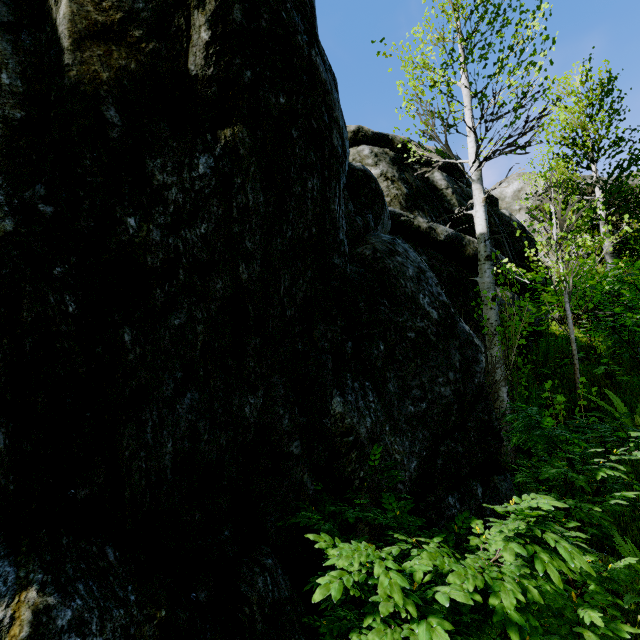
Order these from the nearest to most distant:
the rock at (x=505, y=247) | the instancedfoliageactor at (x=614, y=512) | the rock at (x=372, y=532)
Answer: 1. the instancedfoliageactor at (x=614, y=512)
2. the rock at (x=372, y=532)
3. the rock at (x=505, y=247)

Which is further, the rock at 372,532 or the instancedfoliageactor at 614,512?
the rock at 372,532

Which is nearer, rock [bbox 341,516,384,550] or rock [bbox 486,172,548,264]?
rock [bbox 341,516,384,550]

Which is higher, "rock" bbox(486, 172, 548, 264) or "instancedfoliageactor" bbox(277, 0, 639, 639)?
"rock" bbox(486, 172, 548, 264)

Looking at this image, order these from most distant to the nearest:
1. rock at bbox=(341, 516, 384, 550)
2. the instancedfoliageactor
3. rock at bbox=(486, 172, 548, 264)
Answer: rock at bbox=(486, 172, 548, 264)
rock at bbox=(341, 516, 384, 550)
the instancedfoliageactor

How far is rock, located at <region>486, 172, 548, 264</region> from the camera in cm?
1115

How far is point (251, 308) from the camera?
2.7m
